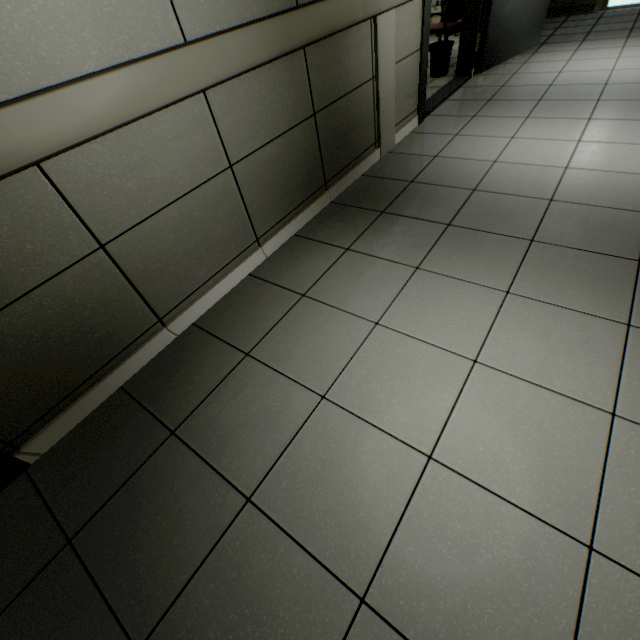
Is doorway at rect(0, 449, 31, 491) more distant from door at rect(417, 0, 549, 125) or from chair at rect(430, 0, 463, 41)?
chair at rect(430, 0, 463, 41)

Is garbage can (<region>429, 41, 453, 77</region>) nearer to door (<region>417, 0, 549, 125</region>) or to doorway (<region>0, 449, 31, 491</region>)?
door (<region>417, 0, 549, 125</region>)

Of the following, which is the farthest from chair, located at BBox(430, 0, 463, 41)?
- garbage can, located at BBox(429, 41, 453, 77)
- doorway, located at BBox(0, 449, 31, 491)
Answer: doorway, located at BBox(0, 449, 31, 491)

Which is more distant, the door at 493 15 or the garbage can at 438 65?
the garbage can at 438 65

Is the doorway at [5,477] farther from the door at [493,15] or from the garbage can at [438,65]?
the garbage can at [438,65]

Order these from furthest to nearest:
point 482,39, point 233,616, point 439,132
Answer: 1. point 482,39
2. point 439,132
3. point 233,616

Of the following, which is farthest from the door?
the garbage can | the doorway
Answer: the doorway
